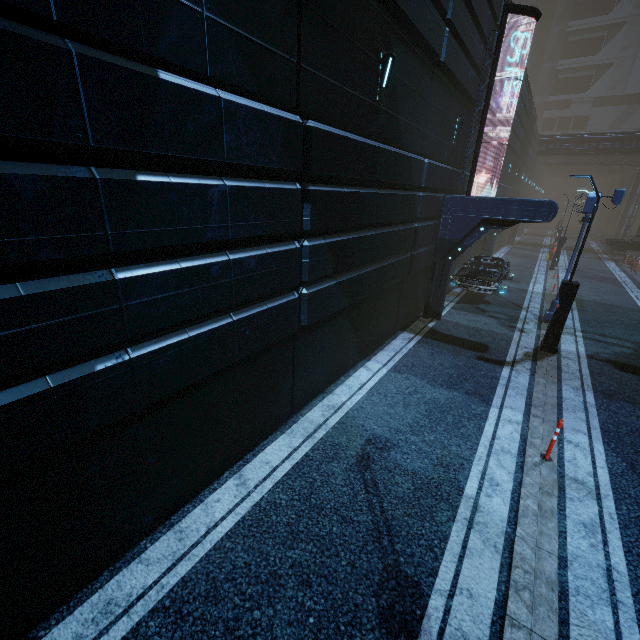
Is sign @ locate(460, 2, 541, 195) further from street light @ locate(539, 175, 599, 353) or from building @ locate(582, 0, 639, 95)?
street light @ locate(539, 175, 599, 353)

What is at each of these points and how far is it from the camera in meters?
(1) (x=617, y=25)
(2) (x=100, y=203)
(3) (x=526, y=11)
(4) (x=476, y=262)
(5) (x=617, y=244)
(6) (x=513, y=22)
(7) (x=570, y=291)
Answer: (1) building, 58.3 m
(2) building, 3.0 m
(3) sign, 11.4 m
(4) car, 17.9 m
(5) car, 29.5 m
(6) building, 16.1 m
(7) street light, 10.3 m

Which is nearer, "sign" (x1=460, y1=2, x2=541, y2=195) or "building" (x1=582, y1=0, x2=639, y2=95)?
"sign" (x1=460, y1=2, x2=541, y2=195)

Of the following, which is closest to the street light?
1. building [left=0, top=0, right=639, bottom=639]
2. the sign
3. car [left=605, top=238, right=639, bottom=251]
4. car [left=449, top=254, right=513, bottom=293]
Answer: building [left=0, top=0, right=639, bottom=639]

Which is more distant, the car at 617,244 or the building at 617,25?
the building at 617,25

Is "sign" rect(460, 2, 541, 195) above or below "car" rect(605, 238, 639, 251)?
above

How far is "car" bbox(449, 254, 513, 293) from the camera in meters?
14.6 m

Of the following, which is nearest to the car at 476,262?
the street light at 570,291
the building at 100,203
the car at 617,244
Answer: the building at 100,203
